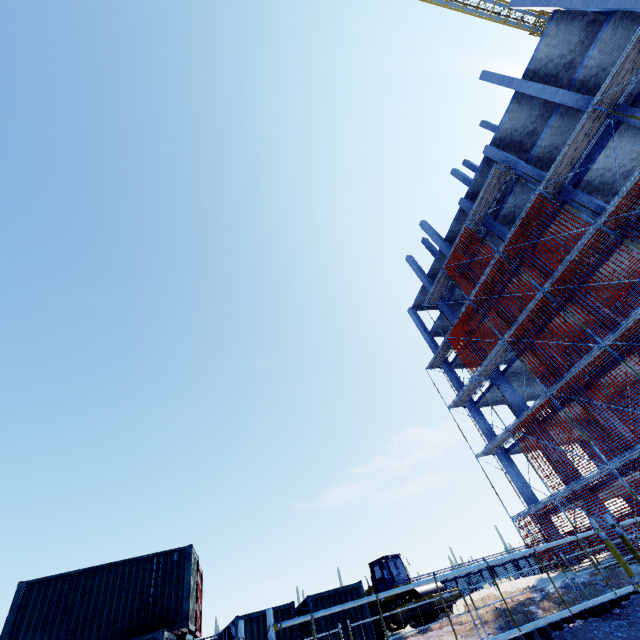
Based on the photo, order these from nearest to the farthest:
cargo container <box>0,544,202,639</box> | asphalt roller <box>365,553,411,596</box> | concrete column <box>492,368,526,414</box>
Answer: cargo container <box>0,544,202,639</box> → asphalt roller <box>365,553,411,596</box> → concrete column <box>492,368,526,414</box>

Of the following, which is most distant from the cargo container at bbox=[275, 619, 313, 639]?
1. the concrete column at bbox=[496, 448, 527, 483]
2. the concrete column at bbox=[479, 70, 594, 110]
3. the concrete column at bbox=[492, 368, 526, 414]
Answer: the concrete column at bbox=[479, 70, 594, 110]

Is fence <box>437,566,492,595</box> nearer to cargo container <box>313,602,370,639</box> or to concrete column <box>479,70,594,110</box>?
cargo container <box>313,602,370,639</box>

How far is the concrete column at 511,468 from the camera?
22.1m

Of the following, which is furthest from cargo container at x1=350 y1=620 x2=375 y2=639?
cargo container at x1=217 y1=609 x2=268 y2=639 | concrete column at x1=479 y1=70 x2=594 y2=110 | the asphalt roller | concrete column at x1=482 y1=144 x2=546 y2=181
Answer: concrete column at x1=479 y1=70 x2=594 y2=110

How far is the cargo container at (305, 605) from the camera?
13.1 meters

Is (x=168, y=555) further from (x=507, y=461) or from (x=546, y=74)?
(x=546, y=74)

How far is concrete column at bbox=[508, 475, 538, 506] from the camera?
21.12m
